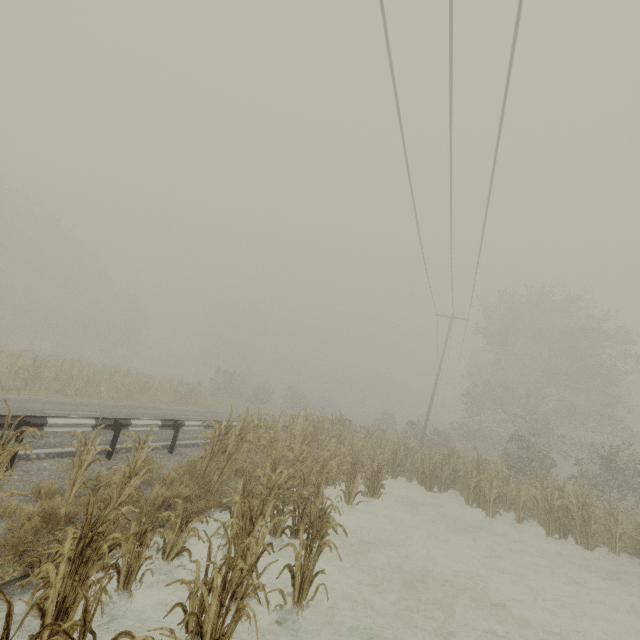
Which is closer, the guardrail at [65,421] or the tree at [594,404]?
the tree at [594,404]

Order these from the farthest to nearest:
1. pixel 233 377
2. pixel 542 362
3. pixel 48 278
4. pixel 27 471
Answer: pixel 48 278 → pixel 233 377 → pixel 542 362 → pixel 27 471

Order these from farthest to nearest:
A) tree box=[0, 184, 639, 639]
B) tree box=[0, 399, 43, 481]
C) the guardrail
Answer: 1. the guardrail
2. tree box=[0, 184, 639, 639]
3. tree box=[0, 399, 43, 481]

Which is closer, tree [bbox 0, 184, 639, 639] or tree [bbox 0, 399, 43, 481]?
tree [bbox 0, 399, 43, 481]

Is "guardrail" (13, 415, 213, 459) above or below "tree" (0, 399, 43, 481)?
below

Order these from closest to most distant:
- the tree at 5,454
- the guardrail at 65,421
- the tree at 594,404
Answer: the tree at 5,454
the tree at 594,404
the guardrail at 65,421

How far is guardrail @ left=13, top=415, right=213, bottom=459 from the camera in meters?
6.6 m

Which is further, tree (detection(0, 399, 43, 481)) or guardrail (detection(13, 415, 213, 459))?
guardrail (detection(13, 415, 213, 459))
